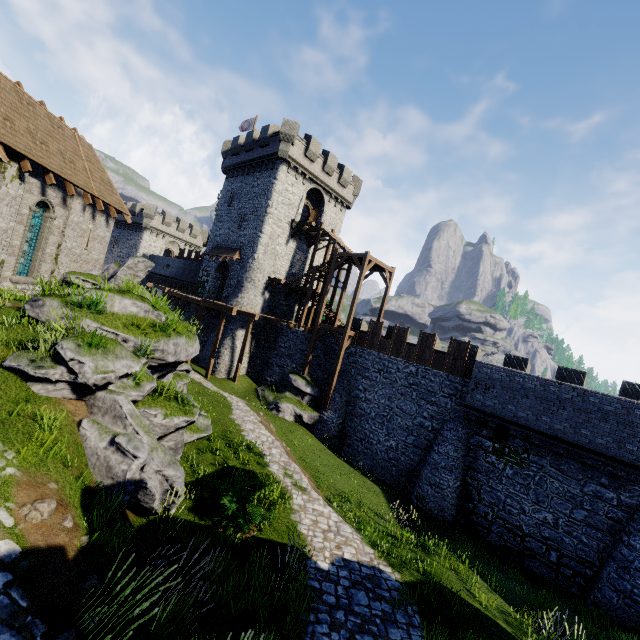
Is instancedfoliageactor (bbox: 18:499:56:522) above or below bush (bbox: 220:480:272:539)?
above

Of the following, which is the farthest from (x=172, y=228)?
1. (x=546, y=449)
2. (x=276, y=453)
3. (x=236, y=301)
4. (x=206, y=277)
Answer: (x=546, y=449)

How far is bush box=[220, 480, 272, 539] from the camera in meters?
8.6 m

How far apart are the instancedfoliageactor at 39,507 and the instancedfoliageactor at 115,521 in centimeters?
135cm

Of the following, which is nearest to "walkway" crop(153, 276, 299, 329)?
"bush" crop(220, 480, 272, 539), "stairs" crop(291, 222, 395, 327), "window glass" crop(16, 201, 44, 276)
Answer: "stairs" crop(291, 222, 395, 327)

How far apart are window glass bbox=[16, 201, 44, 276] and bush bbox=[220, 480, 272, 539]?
15.1m

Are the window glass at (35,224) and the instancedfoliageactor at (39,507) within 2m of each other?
no

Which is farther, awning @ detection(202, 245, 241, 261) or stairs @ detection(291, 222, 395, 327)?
awning @ detection(202, 245, 241, 261)
